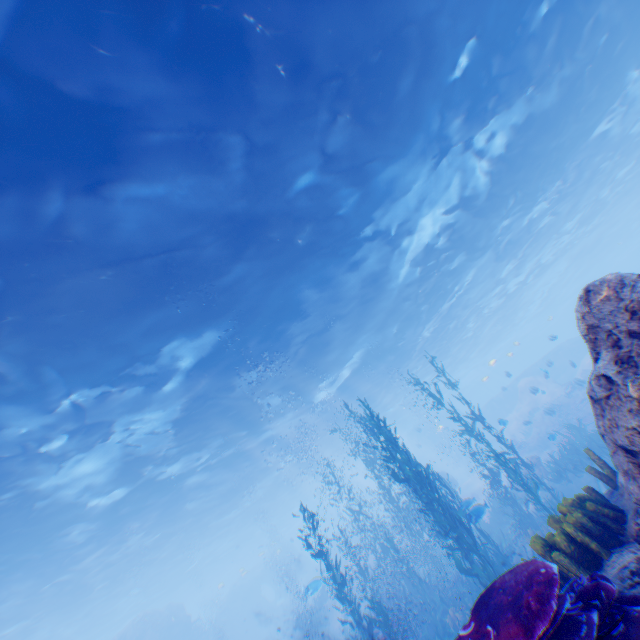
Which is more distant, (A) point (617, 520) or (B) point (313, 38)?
(B) point (313, 38)

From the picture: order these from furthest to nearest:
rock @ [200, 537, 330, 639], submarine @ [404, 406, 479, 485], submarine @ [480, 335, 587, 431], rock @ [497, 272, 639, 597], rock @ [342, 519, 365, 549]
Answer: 1. submarine @ [404, 406, 479, 485]
2. rock @ [342, 519, 365, 549]
3. submarine @ [480, 335, 587, 431]
4. rock @ [200, 537, 330, 639]
5. rock @ [497, 272, 639, 597]

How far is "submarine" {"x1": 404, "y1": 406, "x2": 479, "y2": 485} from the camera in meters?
40.1 m

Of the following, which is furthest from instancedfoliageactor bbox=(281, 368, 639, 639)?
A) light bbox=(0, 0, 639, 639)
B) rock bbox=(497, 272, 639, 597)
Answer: light bbox=(0, 0, 639, 639)

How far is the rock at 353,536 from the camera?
35.9m

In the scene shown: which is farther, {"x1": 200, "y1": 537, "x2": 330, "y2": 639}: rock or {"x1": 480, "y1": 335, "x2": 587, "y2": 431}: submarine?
{"x1": 480, "y1": 335, "x2": 587, "y2": 431}: submarine

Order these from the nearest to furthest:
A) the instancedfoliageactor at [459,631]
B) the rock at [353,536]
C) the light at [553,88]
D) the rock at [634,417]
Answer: the instancedfoliageactor at [459,631] < the rock at [634,417] < the light at [553,88] < the rock at [353,536]
